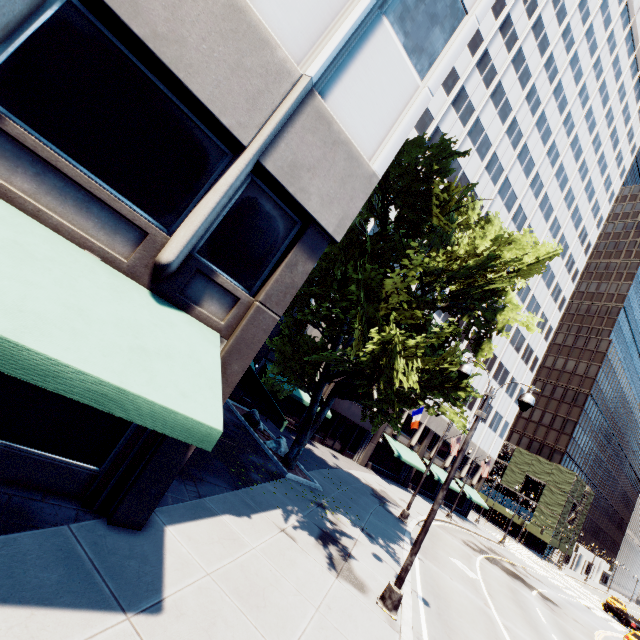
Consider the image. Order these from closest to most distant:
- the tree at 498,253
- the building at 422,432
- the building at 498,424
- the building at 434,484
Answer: the tree at 498,253 → the building at 422,432 → the building at 434,484 → the building at 498,424

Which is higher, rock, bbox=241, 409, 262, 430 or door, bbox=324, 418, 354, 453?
door, bbox=324, 418, 354, 453

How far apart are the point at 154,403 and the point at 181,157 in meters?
4.6 m

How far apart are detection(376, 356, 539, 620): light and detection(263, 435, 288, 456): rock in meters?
8.8

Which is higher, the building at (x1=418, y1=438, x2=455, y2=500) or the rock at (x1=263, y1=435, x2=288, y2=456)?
the building at (x1=418, y1=438, x2=455, y2=500)

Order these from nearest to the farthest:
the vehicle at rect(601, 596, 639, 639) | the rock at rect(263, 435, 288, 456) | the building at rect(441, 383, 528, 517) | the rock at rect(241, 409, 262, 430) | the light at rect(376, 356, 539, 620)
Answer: the light at rect(376, 356, 539, 620)
the rock at rect(263, 435, 288, 456)
the rock at rect(241, 409, 262, 430)
the vehicle at rect(601, 596, 639, 639)
the building at rect(441, 383, 528, 517)

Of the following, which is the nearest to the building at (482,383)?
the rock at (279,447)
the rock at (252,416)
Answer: the rock at (252,416)

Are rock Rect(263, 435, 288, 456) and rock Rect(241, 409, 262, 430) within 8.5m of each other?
yes
